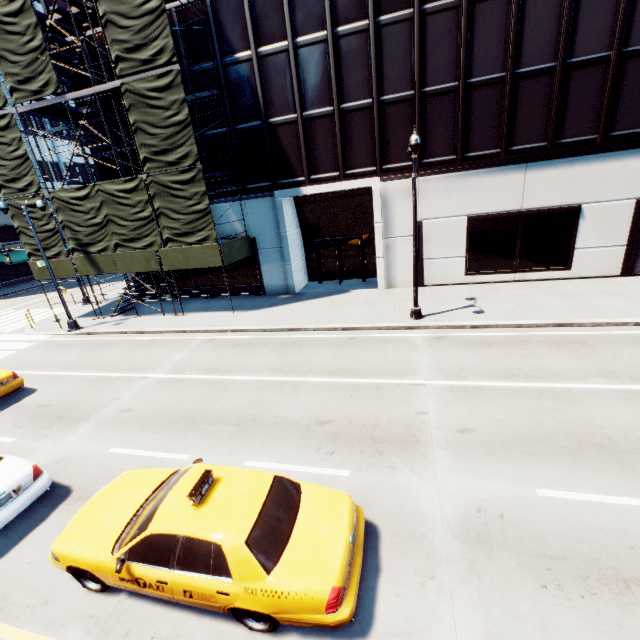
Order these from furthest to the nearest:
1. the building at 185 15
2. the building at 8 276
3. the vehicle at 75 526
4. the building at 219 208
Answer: the building at 8 276
the building at 219 208
the building at 185 15
the vehicle at 75 526

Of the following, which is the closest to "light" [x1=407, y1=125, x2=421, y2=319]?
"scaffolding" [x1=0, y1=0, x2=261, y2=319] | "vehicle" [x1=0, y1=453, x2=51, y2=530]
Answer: "scaffolding" [x1=0, y1=0, x2=261, y2=319]

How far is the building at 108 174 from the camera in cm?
2069

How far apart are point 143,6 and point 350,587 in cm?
2067

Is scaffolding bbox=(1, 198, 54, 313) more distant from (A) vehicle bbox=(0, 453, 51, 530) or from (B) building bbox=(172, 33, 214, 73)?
(A) vehicle bbox=(0, 453, 51, 530)

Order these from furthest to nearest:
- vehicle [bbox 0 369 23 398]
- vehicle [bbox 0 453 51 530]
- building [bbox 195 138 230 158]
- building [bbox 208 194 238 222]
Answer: building [bbox 208 194 238 222]
building [bbox 195 138 230 158]
vehicle [bbox 0 369 23 398]
vehicle [bbox 0 453 51 530]

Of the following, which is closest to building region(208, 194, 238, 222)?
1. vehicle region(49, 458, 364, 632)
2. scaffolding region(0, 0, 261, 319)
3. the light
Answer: scaffolding region(0, 0, 261, 319)

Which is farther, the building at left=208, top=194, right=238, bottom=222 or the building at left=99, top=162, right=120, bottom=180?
the building at left=99, top=162, right=120, bottom=180
